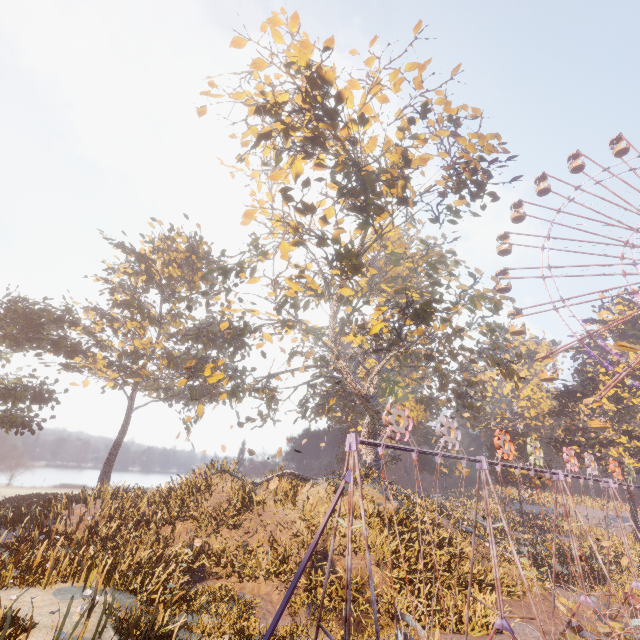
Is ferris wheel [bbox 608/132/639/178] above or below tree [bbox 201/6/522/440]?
above

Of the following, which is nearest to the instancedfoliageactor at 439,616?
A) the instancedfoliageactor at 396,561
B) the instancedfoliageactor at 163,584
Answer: the instancedfoliageactor at 396,561

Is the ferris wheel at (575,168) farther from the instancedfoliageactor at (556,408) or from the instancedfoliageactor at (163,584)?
the instancedfoliageactor at (163,584)

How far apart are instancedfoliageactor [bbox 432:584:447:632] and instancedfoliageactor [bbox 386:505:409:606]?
1.62m

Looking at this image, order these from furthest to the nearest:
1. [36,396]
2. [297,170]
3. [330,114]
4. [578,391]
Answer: [578,391], [36,396], [297,170], [330,114]

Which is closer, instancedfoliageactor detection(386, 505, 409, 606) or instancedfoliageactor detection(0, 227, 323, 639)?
instancedfoliageactor detection(0, 227, 323, 639)

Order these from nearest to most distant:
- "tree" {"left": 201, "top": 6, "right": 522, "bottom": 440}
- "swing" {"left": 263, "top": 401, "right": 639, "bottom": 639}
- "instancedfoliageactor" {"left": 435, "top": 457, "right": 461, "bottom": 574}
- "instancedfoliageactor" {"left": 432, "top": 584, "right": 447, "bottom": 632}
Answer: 1. "swing" {"left": 263, "top": 401, "right": 639, "bottom": 639}
2. "instancedfoliageactor" {"left": 432, "top": 584, "right": 447, "bottom": 632}
3. "tree" {"left": 201, "top": 6, "right": 522, "bottom": 440}
4. "instancedfoliageactor" {"left": 435, "top": 457, "right": 461, "bottom": 574}

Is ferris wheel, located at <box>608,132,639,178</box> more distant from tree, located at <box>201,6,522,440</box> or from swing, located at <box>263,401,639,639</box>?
swing, located at <box>263,401,639,639</box>
